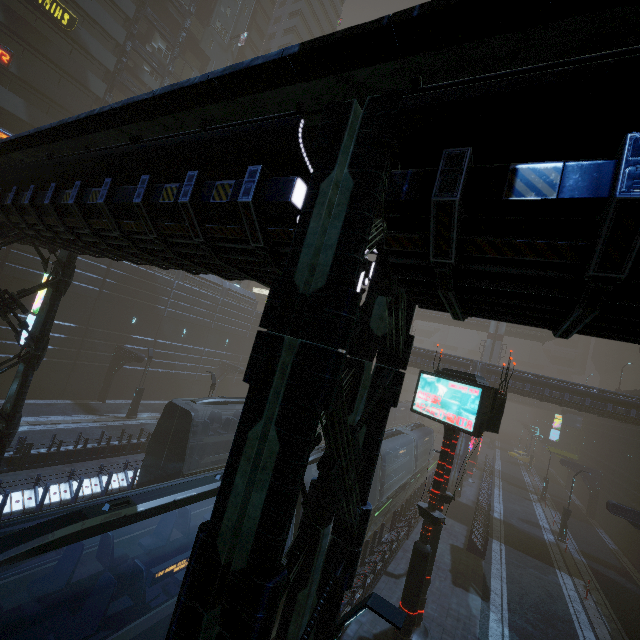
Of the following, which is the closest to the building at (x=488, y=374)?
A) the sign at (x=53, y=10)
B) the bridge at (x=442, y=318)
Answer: the sign at (x=53, y=10)

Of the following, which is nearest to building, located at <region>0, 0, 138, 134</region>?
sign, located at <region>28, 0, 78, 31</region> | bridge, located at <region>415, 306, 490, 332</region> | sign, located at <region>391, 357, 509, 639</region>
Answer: sign, located at <region>28, 0, 78, 31</region>

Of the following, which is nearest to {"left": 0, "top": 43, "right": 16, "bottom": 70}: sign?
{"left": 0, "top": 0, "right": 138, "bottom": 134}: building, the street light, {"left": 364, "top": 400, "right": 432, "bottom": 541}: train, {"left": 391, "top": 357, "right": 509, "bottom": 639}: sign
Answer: {"left": 0, "top": 0, "right": 138, "bottom": 134}: building

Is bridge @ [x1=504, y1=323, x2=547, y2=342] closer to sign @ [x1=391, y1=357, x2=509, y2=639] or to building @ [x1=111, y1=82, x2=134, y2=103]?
building @ [x1=111, y1=82, x2=134, y2=103]

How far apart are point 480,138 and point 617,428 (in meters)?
42.67

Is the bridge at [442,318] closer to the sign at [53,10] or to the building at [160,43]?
the building at [160,43]

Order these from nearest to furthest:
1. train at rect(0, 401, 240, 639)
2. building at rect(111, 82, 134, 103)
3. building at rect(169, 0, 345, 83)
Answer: train at rect(0, 401, 240, 639)
building at rect(111, 82, 134, 103)
building at rect(169, 0, 345, 83)

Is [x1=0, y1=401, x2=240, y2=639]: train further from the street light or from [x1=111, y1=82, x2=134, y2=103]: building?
the street light
